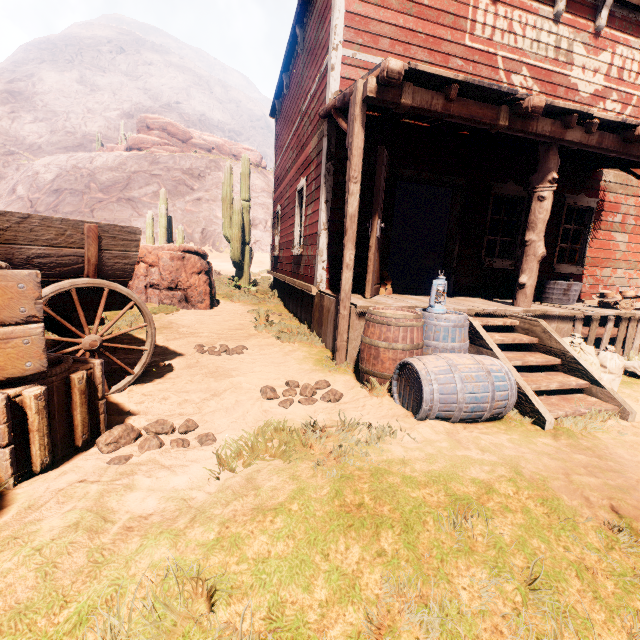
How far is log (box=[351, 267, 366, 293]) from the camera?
5.6m

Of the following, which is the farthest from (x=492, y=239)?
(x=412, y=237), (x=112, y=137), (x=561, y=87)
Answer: (x=112, y=137)

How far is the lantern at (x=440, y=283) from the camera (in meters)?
3.75

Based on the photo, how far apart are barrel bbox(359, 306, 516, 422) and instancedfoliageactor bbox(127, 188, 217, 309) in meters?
5.2

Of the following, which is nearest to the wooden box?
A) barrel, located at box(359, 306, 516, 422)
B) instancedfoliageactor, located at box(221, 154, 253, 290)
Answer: barrel, located at box(359, 306, 516, 422)

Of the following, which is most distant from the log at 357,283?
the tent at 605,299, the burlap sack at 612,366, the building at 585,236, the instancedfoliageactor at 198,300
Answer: the building at 585,236

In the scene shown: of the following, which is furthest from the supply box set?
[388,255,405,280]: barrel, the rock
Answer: the rock

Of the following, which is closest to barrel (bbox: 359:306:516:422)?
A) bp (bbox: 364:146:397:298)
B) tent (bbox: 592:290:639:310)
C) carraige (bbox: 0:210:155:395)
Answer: bp (bbox: 364:146:397:298)
